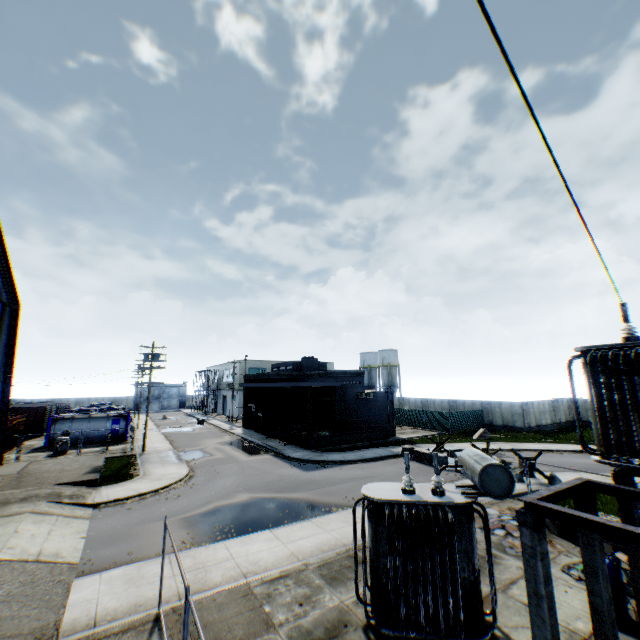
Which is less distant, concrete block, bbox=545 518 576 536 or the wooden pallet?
concrete block, bbox=545 518 576 536

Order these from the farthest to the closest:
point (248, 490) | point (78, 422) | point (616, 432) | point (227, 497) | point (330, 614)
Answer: point (78, 422) → point (248, 490) → point (227, 497) → point (330, 614) → point (616, 432)

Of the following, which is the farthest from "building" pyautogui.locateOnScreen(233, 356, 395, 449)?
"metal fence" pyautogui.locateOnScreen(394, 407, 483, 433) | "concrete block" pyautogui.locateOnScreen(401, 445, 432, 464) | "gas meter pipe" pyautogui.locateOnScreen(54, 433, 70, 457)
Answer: "gas meter pipe" pyautogui.locateOnScreen(54, 433, 70, 457)

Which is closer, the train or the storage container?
the storage container

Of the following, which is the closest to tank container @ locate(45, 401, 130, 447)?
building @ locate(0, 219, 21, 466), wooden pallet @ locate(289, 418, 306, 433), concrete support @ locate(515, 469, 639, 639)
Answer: building @ locate(0, 219, 21, 466)

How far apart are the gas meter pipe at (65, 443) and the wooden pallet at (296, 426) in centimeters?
1938cm

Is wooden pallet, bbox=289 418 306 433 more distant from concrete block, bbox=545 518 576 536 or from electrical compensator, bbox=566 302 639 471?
electrical compensator, bbox=566 302 639 471

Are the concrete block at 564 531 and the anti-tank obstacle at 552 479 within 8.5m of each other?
yes
